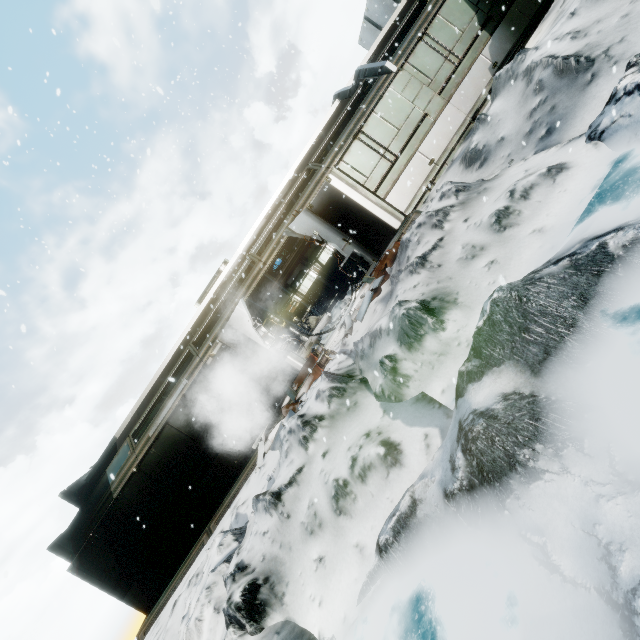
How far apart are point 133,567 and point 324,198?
12.5 meters

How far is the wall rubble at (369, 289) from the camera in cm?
790

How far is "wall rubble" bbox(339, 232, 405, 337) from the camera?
7.9m

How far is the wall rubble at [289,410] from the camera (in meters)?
8.13

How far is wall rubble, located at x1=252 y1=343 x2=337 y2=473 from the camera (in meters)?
8.13
